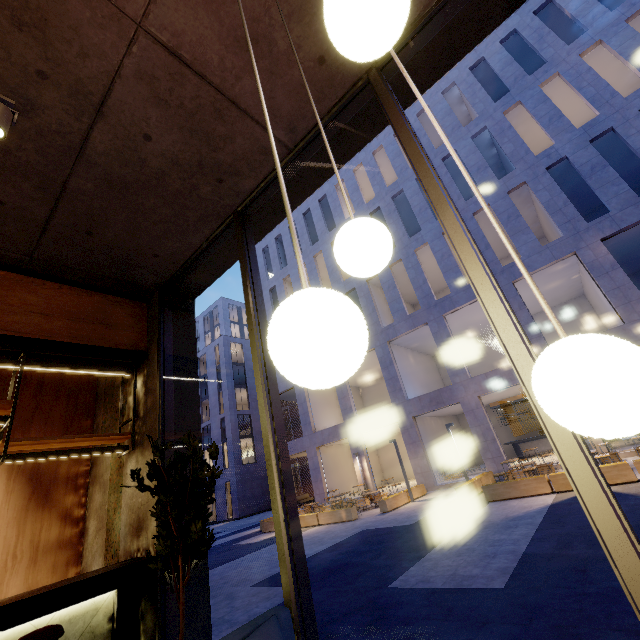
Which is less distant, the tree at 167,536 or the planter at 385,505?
the tree at 167,536

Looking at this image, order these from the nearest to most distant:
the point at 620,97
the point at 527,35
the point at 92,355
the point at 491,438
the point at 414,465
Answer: the point at 92,355 → the point at 620,97 → the point at 491,438 → the point at 414,465 → the point at 527,35

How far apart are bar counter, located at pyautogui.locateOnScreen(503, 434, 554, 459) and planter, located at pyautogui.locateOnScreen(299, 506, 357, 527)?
12.53m

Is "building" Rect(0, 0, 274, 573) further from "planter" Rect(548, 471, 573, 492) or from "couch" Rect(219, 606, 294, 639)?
"planter" Rect(548, 471, 573, 492)

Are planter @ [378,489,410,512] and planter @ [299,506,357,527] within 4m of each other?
yes

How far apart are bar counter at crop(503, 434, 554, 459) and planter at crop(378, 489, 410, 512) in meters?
9.6

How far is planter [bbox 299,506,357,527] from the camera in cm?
1413

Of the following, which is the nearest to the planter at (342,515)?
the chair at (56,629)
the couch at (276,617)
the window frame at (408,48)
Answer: the window frame at (408,48)
